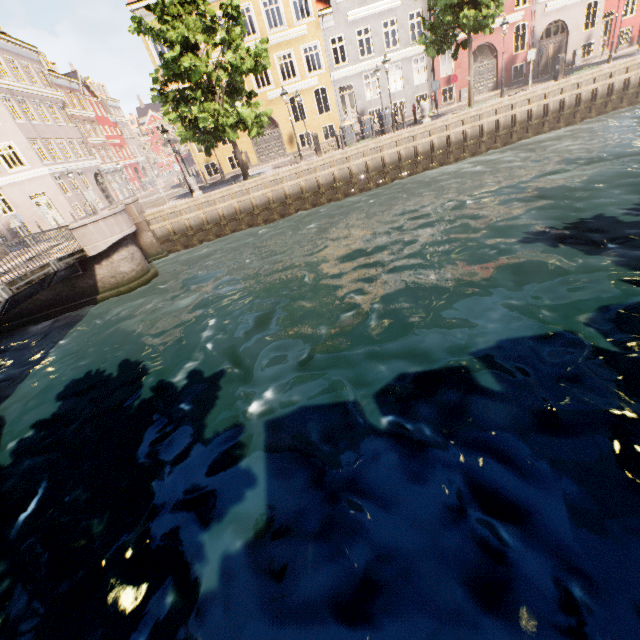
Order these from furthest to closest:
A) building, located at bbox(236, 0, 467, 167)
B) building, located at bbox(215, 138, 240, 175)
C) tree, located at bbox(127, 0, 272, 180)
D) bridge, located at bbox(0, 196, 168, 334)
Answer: building, located at bbox(215, 138, 240, 175) < building, located at bbox(236, 0, 467, 167) < tree, located at bbox(127, 0, 272, 180) < bridge, located at bbox(0, 196, 168, 334)

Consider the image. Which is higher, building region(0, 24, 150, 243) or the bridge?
building region(0, 24, 150, 243)

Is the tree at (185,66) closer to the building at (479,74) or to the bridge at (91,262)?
A: the bridge at (91,262)

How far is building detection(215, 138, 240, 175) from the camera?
25.3m

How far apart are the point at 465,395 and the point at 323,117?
26.8m

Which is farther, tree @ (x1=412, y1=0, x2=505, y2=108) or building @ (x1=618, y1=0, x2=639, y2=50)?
building @ (x1=618, y1=0, x2=639, y2=50)
